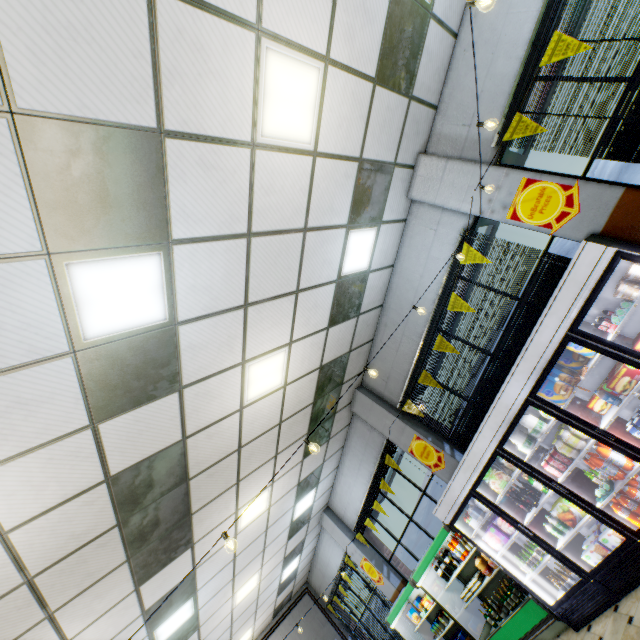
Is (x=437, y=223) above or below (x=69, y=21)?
below

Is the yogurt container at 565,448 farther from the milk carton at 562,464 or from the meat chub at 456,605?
the meat chub at 456,605

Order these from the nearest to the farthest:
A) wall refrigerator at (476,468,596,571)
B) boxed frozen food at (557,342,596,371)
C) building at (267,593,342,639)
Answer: boxed frozen food at (557,342,596,371)
wall refrigerator at (476,468,596,571)
building at (267,593,342,639)

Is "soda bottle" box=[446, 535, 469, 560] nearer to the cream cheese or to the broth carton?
the broth carton

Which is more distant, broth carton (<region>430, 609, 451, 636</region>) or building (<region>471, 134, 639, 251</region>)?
broth carton (<region>430, 609, 451, 636</region>)

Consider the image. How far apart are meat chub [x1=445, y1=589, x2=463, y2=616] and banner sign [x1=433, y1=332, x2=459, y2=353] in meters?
5.6 m

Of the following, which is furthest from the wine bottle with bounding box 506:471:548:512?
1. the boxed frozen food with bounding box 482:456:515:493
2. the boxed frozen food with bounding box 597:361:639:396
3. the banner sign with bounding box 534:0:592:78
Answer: the banner sign with bounding box 534:0:592:78

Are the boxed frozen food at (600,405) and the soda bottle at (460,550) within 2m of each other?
no
